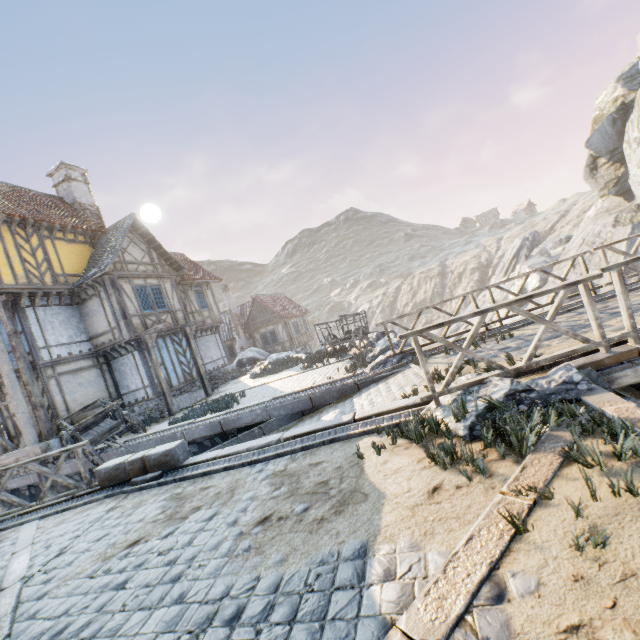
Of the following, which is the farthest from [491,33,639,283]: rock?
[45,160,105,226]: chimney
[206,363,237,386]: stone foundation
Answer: [45,160,105,226]: chimney

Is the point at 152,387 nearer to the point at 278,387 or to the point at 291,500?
the point at 278,387

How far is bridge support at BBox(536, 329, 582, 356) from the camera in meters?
5.6 m

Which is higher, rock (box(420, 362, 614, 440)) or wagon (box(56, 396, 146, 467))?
wagon (box(56, 396, 146, 467))

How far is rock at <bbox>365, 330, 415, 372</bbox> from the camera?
8.95m

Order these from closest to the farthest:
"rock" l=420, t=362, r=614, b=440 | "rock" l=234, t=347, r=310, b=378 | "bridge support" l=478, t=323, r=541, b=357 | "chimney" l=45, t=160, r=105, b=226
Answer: "rock" l=420, t=362, r=614, b=440 → "bridge support" l=478, t=323, r=541, b=357 → "chimney" l=45, t=160, r=105, b=226 → "rock" l=234, t=347, r=310, b=378

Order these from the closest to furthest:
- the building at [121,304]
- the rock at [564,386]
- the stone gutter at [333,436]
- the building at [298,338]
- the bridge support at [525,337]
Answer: the rock at [564,386] < the stone gutter at [333,436] < the bridge support at [525,337] < the building at [121,304] < the building at [298,338]

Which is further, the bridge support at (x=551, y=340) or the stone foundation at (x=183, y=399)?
the stone foundation at (x=183, y=399)
